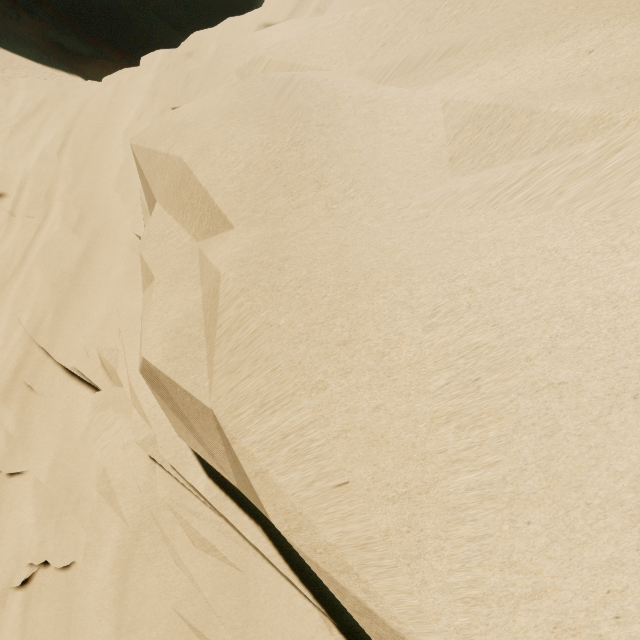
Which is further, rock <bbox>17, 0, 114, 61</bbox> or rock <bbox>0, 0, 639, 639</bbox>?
rock <bbox>17, 0, 114, 61</bbox>

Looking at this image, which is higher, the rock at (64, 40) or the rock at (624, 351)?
the rock at (624, 351)

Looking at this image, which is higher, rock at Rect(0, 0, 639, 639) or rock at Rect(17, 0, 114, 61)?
rock at Rect(0, 0, 639, 639)

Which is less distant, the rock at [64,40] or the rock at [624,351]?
the rock at [624,351]

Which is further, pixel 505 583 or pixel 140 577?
pixel 140 577
